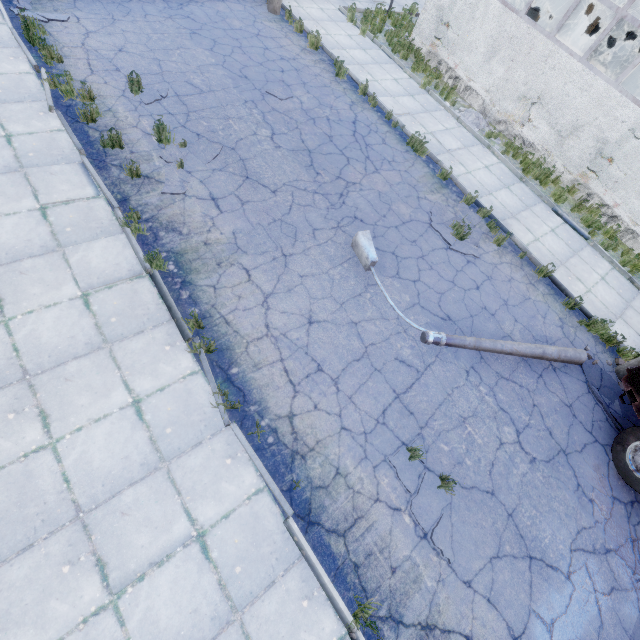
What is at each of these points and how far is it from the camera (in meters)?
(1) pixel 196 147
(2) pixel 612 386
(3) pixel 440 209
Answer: (1) asphalt debris, 7.39
(2) asphalt debris, 7.41
(3) asphalt debris, 8.86

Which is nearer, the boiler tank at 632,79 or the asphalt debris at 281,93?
the asphalt debris at 281,93

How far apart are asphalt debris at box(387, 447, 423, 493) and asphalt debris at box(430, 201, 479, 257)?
4.9 meters

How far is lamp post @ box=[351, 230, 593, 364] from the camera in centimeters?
643cm

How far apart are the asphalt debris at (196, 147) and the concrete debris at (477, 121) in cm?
929

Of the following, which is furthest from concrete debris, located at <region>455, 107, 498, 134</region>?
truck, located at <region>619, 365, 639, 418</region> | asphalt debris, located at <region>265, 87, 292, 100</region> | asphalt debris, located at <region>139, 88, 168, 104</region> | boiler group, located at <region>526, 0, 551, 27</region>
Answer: asphalt debris, located at <region>139, 88, 168, 104</region>

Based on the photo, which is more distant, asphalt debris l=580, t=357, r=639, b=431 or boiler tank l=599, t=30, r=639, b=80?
boiler tank l=599, t=30, r=639, b=80

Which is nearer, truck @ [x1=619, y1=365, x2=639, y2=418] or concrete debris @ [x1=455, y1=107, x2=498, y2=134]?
truck @ [x1=619, y1=365, x2=639, y2=418]
